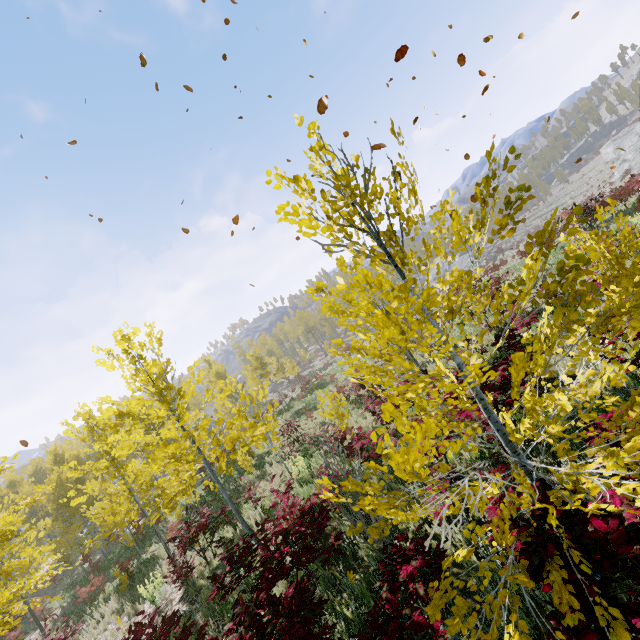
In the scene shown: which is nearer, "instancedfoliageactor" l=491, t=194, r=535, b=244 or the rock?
"instancedfoliageactor" l=491, t=194, r=535, b=244

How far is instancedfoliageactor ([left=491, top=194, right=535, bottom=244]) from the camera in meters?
1.8 m

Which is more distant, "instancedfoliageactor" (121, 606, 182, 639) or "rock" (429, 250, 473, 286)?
"rock" (429, 250, 473, 286)

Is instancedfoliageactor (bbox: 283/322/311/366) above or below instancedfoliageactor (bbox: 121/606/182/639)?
above

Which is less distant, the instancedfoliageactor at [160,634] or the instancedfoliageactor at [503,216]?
the instancedfoliageactor at [503,216]

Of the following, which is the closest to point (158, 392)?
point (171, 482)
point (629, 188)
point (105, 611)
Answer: point (171, 482)

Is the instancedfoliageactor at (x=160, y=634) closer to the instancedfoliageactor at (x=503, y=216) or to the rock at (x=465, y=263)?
the instancedfoliageactor at (x=503, y=216)

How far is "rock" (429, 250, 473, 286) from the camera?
51.1m
